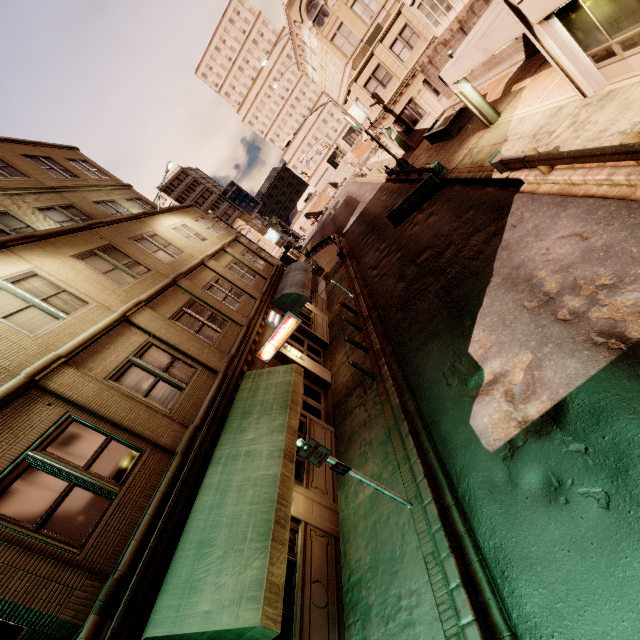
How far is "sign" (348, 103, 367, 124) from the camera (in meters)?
31.31

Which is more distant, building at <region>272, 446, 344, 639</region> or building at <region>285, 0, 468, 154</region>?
building at <region>285, 0, 468, 154</region>

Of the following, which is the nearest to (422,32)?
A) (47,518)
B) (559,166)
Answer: (559,166)

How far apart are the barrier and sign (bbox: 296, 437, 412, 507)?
16.43m

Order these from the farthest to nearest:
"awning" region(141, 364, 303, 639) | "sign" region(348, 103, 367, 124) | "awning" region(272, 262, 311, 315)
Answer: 1. "sign" region(348, 103, 367, 124)
2. "awning" region(272, 262, 311, 315)
3. "awning" region(141, 364, 303, 639)

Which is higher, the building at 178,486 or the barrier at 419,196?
the building at 178,486

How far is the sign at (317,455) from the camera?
6.4m

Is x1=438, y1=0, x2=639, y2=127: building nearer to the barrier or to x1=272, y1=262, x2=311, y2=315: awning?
the barrier
